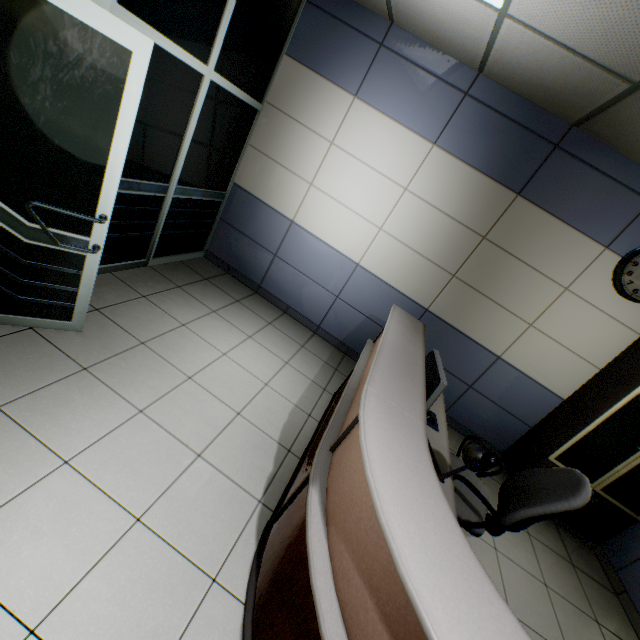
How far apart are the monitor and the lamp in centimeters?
53cm

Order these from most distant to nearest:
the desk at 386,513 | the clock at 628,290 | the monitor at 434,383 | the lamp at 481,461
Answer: the clock at 628,290
the monitor at 434,383
the lamp at 481,461
the desk at 386,513

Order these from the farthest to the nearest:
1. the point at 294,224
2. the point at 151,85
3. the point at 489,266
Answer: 1. the point at 294,224
2. the point at 489,266
3. the point at 151,85

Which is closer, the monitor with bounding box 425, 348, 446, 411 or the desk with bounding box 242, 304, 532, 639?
the desk with bounding box 242, 304, 532, 639

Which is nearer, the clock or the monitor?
the monitor

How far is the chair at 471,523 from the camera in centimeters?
184cm

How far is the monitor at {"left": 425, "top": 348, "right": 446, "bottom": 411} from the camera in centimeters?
207cm

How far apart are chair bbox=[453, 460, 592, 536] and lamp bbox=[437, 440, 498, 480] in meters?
0.5 m
